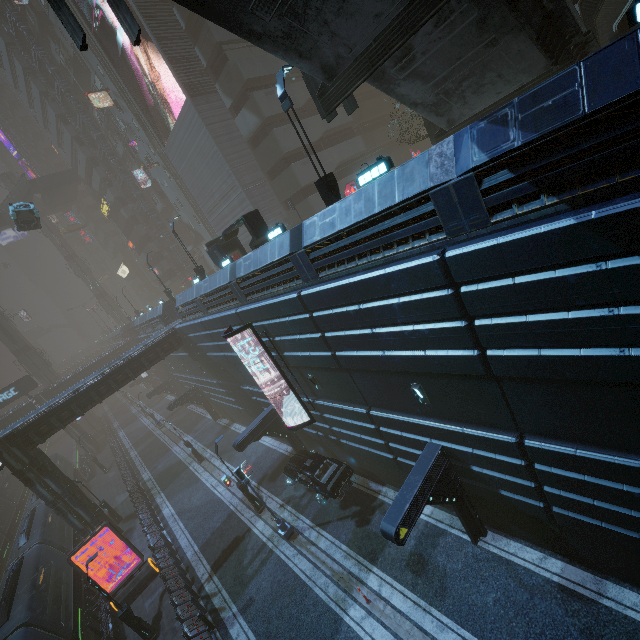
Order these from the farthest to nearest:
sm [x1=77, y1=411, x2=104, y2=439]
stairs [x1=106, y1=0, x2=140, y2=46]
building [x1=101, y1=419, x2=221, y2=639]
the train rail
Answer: sm [x1=77, y1=411, x2=104, y2=439] → the train rail → building [x1=101, y1=419, x2=221, y2=639] → stairs [x1=106, y1=0, x2=140, y2=46]

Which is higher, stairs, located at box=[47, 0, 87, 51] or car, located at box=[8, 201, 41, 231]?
car, located at box=[8, 201, 41, 231]

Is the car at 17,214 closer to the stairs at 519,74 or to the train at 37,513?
the stairs at 519,74

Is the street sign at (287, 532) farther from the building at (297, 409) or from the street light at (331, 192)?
the street light at (331, 192)

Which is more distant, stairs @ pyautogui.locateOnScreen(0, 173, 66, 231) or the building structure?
stairs @ pyautogui.locateOnScreen(0, 173, 66, 231)

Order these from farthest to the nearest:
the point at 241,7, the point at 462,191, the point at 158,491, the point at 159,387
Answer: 1. the point at 159,387
2. the point at 158,491
3. the point at 241,7
4. the point at 462,191

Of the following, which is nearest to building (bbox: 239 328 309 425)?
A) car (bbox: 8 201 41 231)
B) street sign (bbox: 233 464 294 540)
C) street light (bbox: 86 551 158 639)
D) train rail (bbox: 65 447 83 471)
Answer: train rail (bbox: 65 447 83 471)

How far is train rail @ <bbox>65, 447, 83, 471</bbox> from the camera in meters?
50.8 m
